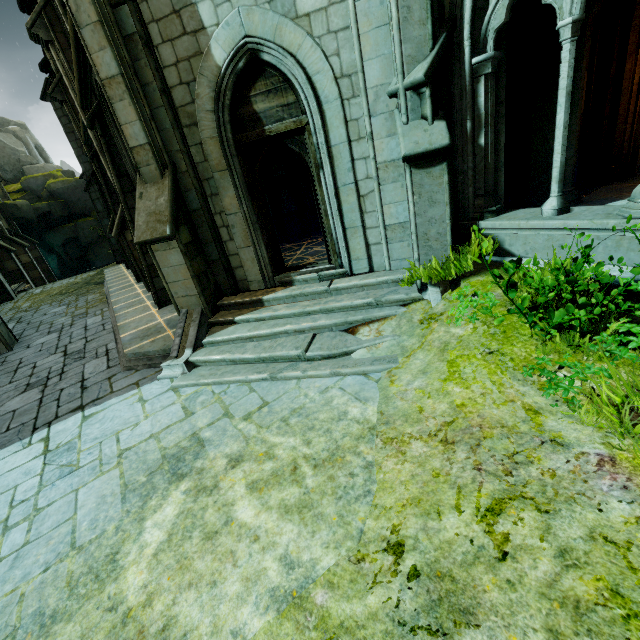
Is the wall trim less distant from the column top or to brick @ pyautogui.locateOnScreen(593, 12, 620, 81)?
the column top

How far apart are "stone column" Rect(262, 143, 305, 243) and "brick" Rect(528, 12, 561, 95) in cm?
619

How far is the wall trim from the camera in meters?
5.5

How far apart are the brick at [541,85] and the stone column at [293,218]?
6.2m

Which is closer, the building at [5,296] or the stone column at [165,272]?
the stone column at [165,272]

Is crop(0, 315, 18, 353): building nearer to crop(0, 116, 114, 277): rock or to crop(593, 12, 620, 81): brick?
crop(0, 116, 114, 277): rock

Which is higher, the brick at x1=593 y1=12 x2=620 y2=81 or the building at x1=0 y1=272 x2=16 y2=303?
the brick at x1=593 y1=12 x2=620 y2=81

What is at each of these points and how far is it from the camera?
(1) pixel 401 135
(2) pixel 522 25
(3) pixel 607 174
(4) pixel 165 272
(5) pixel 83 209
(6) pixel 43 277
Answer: (1) stone column, 4.6m
(2) column top, 5.9m
(3) stone column, 7.7m
(4) stone column, 6.2m
(5) rock, 37.3m
(6) building, 27.8m
